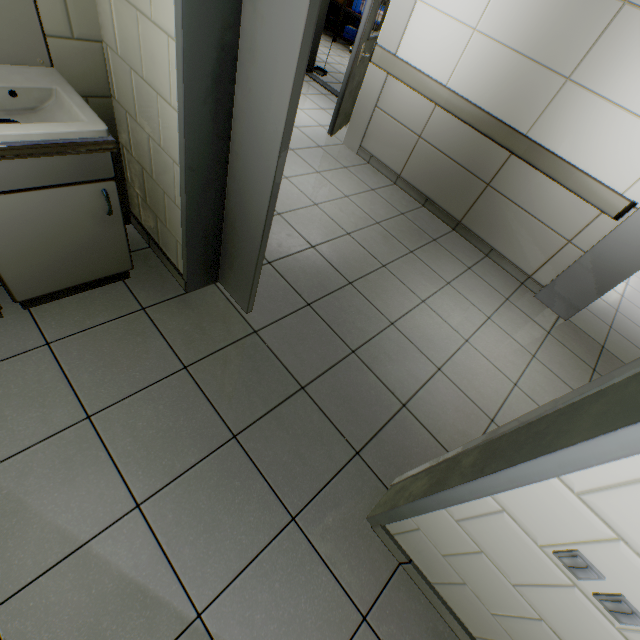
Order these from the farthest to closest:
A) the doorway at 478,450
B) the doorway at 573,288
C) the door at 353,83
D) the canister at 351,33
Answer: the canister at 351,33
the door at 353,83
the doorway at 573,288
the doorway at 478,450

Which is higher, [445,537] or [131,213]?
[445,537]

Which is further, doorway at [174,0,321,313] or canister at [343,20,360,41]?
canister at [343,20,360,41]

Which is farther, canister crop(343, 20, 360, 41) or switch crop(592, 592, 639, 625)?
canister crop(343, 20, 360, 41)

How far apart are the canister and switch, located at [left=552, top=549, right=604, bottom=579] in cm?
1069

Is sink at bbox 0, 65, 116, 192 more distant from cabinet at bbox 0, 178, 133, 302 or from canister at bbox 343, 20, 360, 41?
canister at bbox 343, 20, 360, 41

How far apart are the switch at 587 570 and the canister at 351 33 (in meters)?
10.69
